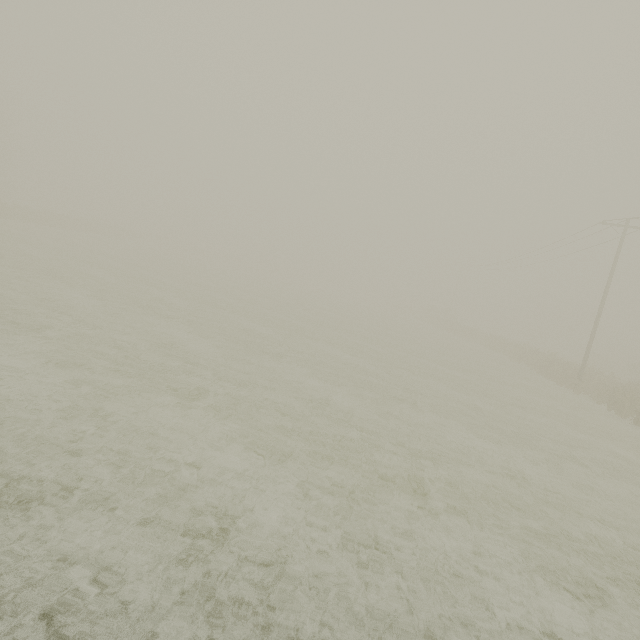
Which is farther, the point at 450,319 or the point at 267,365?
the point at 450,319
